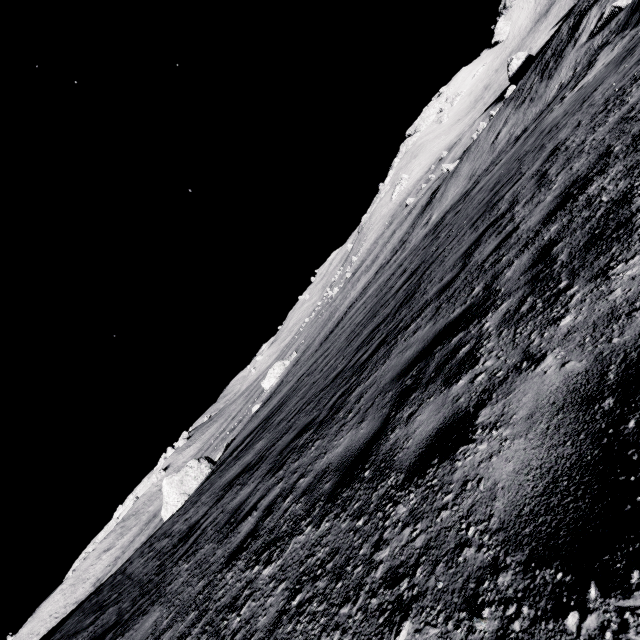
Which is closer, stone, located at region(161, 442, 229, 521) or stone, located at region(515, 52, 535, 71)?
stone, located at region(161, 442, 229, 521)

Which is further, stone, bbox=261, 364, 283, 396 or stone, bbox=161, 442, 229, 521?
stone, bbox=261, 364, 283, 396

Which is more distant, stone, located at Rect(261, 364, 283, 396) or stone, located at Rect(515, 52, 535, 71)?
stone, located at Rect(515, 52, 535, 71)

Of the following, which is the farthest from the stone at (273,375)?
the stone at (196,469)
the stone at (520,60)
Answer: the stone at (520,60)

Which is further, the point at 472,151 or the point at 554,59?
the point at 472,151

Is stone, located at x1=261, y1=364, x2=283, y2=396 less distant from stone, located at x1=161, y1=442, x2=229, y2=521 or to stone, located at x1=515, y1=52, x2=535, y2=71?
stone, located at x1=161, y1=442, x2=229, y2=521

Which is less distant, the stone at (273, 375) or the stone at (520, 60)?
the stone at (273, 375)
